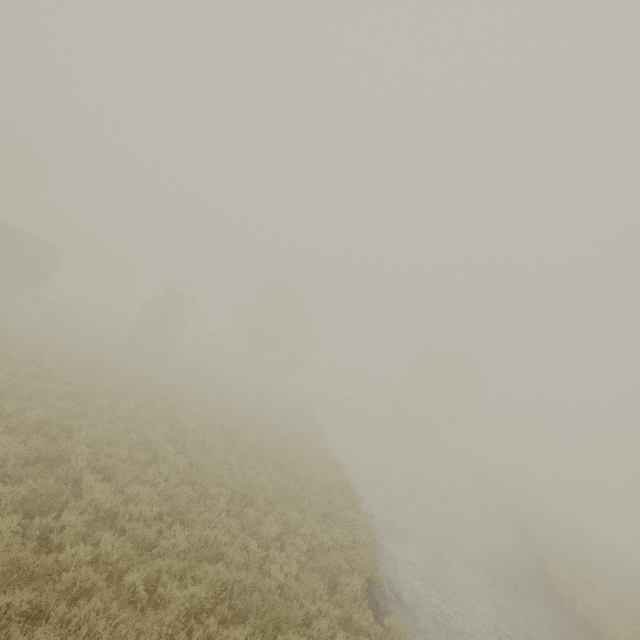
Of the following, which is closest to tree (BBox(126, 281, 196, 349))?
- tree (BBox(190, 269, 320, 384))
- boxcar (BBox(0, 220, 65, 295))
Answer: boxcar (BBox(0, 220, 65, 295))

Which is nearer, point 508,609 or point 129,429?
point 508,609

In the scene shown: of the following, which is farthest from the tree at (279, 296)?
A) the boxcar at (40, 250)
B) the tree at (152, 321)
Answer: the boxcar at (40, 250)

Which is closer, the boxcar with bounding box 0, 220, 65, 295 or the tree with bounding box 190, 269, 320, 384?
the boxcar with bounding box 0, 220, 65, 295

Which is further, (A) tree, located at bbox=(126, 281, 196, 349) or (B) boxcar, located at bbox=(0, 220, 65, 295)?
(A) tree, located at bbox=(126, 281, 196, 349)

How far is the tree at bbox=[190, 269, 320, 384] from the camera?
40.5m

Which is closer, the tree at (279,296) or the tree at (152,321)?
the tree at (152,321)
